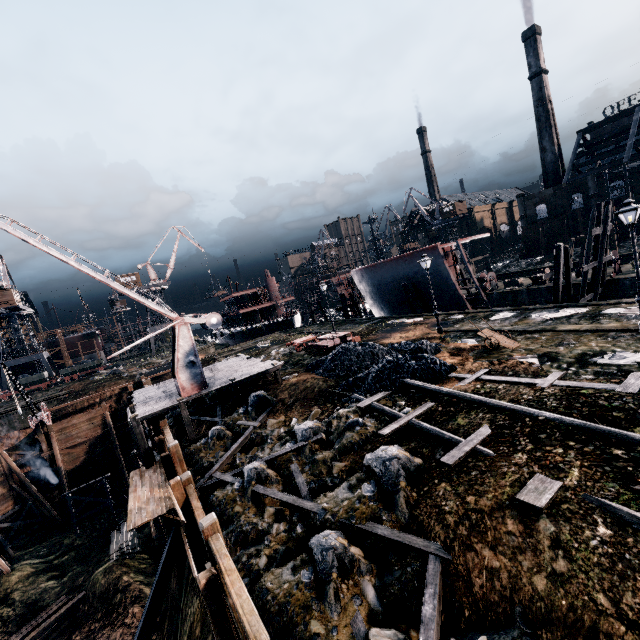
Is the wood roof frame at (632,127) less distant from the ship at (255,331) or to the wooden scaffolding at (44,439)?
the ship at (255,331)

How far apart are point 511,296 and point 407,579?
37.2 meters

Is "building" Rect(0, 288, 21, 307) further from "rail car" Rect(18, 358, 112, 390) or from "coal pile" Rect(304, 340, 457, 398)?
"coal pile" Rect(304, 340, 457, 398)

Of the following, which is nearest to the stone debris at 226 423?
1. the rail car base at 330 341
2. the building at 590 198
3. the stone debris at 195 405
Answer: the stone debris at 195 405

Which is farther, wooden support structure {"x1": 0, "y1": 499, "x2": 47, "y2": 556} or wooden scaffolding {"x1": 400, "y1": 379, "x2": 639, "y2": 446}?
wooden support structure {"x1": 0, "y1": 499, "x2": 47, "y2": 556}

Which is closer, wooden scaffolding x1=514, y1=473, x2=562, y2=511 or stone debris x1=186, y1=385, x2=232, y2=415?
wooden scaffolding x1=514, y1=473, x2=562, y2=511

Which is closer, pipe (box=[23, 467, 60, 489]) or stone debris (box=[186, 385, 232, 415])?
stone debris (box=[186, 385, 232, 415])

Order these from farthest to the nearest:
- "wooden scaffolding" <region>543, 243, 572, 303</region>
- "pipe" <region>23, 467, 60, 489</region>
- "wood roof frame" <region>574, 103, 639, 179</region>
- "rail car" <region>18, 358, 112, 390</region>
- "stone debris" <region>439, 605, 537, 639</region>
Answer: "wood roof frame" <region>574, 103, 639, 179</region>, "rail car" <region>18, 358, 112, 390</region>, "pipe" <region>23, 467, 60, 489</region>, "wooden scaffolding" <region>543, 243, 572, 303</region>, "stone debris" <region>439, 605, 537, 639</region>
